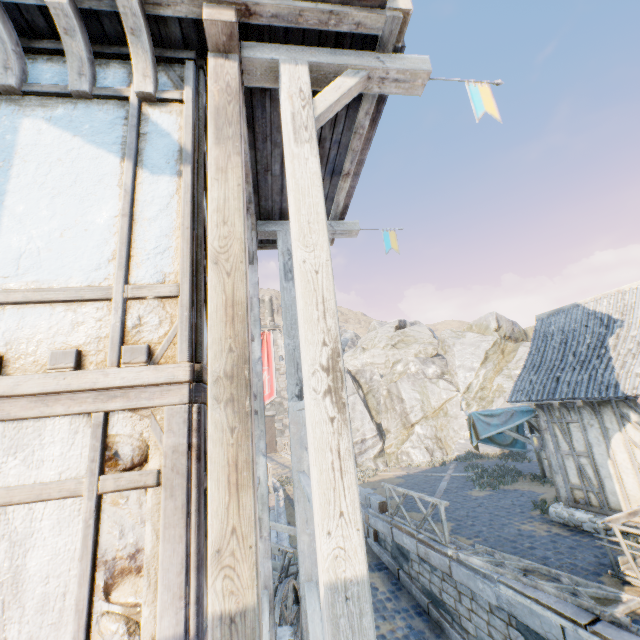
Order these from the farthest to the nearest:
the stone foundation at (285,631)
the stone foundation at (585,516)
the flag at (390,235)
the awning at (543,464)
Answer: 1. the awning at (543,464)
2. the stone foundation at (585,516)
3. the flag at (390,235)
4. the stone foundation at (285,631)

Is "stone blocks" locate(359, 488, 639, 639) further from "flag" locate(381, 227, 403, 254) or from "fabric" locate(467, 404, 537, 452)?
"flag" locate(381, 227, 403, 254)

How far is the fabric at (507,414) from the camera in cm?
1140

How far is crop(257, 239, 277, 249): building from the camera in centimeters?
609cm

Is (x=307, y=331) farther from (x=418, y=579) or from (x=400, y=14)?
(x=418, y=579)

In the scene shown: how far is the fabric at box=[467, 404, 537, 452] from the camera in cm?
1140

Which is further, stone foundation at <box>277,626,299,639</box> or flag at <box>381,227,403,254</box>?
flag at <box>381,227,403,254</box>

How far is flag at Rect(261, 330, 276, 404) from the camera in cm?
3584
